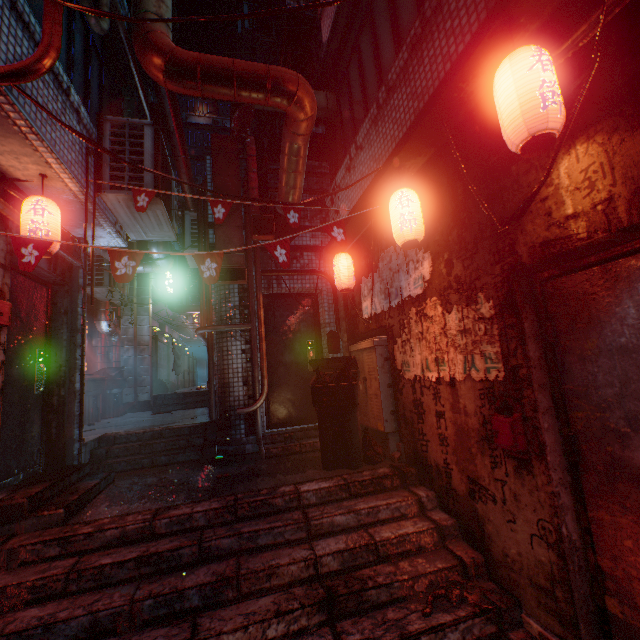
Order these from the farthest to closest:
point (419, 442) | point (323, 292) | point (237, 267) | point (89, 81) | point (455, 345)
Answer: point (323, 292) → point (237, 267) → point (89, 81) → point (419, 442) → point (455, 345)

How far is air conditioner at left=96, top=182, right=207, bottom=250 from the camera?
3.3 meters

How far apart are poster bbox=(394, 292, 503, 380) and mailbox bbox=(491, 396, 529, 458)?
0.1m

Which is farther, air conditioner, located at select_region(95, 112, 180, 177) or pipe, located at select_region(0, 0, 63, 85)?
air conditioner, located at select_region(95, 112, 180, 177)

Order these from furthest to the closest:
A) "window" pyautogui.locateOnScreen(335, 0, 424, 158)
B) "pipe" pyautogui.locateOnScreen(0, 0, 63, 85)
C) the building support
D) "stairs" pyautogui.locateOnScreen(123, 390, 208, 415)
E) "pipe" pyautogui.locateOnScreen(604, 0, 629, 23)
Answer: the building support
"stairs" pyautogui.locateOnScreen(123, 390, 208, 415)
"window" pyautogui.locateOnScreen(335, 0, 424, 158)
"pipe" pyautogui.locateOnScreen(0, 0, 63, 85)
"pipe" pyautogui.locateOnScreen(604, 0, 629, 23)

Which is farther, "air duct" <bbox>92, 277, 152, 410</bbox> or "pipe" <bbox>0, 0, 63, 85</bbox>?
"air duct" <bbox>92, 277, 152, 410</bbox>

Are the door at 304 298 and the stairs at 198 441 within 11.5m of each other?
yes

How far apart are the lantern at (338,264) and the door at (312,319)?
1.04m
